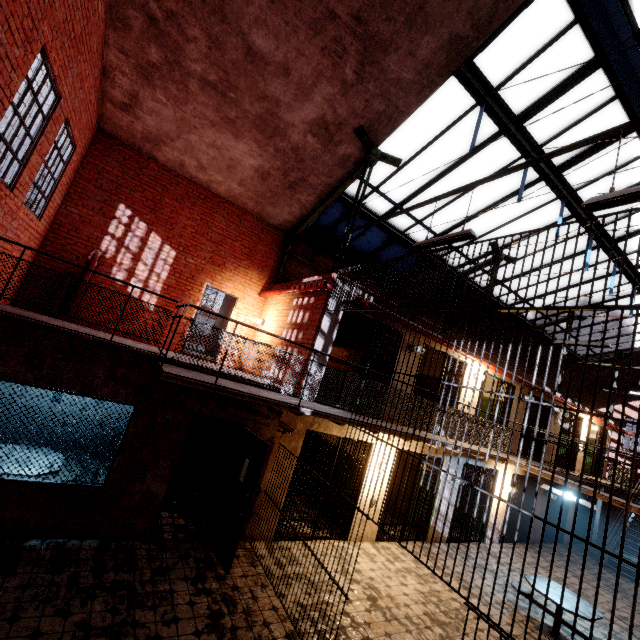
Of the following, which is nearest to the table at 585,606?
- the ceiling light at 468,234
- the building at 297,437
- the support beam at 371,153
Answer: the building at 297,437

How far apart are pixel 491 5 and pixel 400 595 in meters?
11.1 m

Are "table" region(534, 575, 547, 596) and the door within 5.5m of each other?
no

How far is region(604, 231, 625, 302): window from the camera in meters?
10.0 m

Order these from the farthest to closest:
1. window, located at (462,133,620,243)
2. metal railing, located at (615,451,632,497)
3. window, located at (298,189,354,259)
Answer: window, located at (298,189,354,259) < window, located at (462,133,620,243) < metal railing, located at (615,451,632,497)

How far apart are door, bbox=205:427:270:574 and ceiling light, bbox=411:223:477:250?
4.5m

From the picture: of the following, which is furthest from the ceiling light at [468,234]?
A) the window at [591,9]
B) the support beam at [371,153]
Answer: the window at [591,9]

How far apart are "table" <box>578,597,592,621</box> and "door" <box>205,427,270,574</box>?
6.2m
